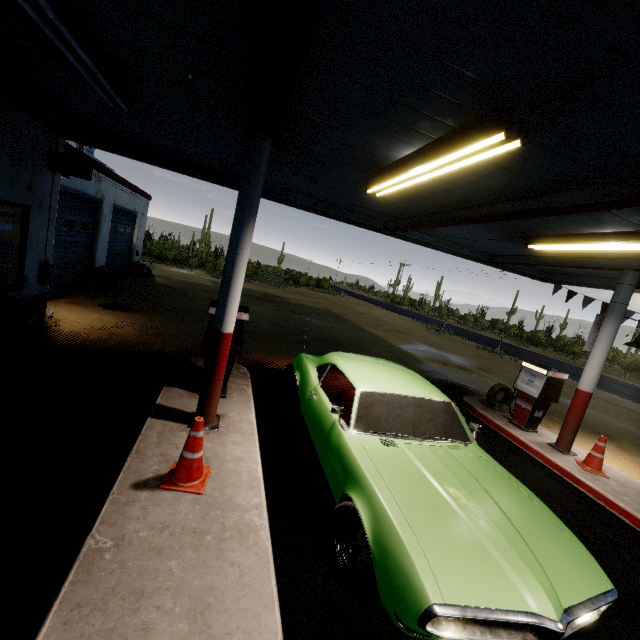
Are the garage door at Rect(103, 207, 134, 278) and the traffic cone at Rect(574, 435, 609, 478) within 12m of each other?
no

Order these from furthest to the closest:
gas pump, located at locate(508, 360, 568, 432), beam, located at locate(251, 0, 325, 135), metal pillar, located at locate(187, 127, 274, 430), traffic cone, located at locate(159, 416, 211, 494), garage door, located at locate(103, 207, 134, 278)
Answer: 1. garage door, located at locate(103, 207, 134, 278)
2. gas pump, located at locate(508, 360, 568, 432)
3. metal pillar, located at locate(187, 127, 274, 430)
4. traffic cone, located at locate(159, 416, 211, 494)
5. beam, located at locate(251, 0, 325, 135)

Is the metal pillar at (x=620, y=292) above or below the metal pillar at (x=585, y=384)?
above

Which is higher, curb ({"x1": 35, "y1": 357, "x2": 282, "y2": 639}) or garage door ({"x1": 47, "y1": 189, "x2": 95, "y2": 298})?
garage door ({"x1": 47, "y1": 189, "x2": 95, "y2": 298})

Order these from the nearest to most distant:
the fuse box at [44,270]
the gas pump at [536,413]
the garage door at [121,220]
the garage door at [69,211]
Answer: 1. the fuse box at [44,270]
2. the gas pump at [536,413]
3. the garage door at [69,211]
4. the garage door at [121,220]

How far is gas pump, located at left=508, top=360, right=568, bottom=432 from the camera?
7.1 meters

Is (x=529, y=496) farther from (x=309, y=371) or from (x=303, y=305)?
(x=303, y=305)

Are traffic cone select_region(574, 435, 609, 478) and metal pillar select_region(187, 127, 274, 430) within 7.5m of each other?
yes
